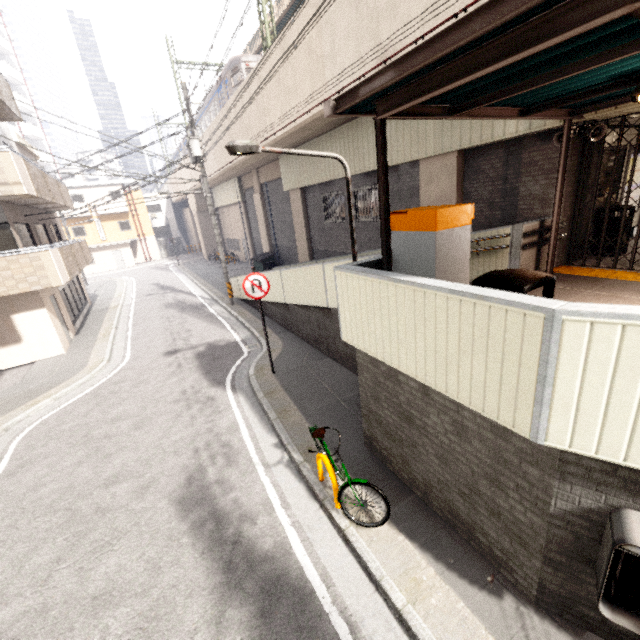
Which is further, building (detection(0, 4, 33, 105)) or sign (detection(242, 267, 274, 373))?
building (detection(0, 4, 33, 105))

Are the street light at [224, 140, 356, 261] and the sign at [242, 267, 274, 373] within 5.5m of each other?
yes

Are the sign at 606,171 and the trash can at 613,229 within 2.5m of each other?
yes

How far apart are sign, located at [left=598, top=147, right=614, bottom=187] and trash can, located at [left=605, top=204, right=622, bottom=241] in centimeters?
8cm

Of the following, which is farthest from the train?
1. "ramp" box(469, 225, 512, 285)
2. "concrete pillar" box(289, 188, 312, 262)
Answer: "ramp" box(469, 225, 512, 285)

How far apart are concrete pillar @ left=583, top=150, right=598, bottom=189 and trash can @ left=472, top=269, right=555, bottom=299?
5.18m

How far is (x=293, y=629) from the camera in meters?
3.6

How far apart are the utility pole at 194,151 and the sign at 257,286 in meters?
8.2
